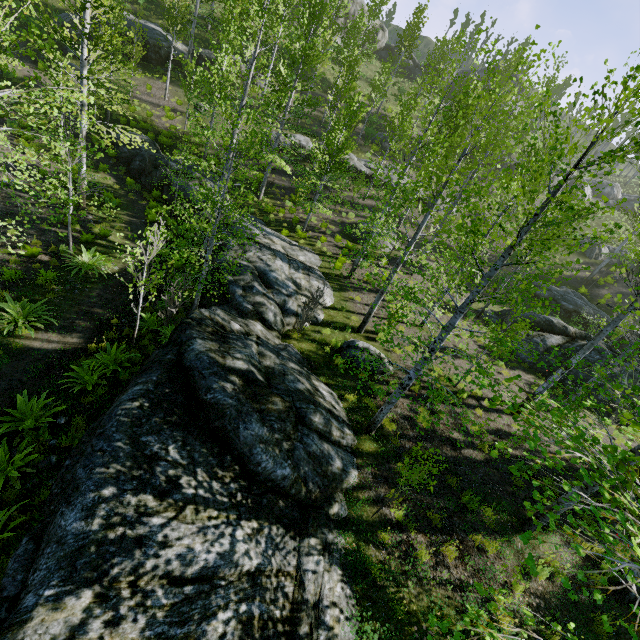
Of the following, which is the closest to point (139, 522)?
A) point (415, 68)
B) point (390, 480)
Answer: point (390, 480)

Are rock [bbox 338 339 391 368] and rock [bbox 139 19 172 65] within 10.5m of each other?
no

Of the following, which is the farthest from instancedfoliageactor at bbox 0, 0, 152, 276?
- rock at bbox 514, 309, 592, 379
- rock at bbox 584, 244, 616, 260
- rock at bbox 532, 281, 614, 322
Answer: rock at bbox 584, 244, 616, 260

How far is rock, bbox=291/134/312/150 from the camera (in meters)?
26.53

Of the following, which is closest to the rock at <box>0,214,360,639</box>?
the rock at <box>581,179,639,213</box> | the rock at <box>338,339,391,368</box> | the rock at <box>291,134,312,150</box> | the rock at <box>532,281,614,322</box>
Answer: the rock at <box>338,339,391,368</box>

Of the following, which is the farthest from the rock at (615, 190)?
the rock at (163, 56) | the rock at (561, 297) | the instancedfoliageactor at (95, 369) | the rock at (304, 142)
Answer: the instancedfoliageactor at (95, 369)

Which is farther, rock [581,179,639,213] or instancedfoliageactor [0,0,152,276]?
rock [581,179,639,213]

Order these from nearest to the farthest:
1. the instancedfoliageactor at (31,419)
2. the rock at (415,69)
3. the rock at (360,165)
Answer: the instancedfoliageactor at (31,419) < the rock at (360,165) < the rock at (415,69)
